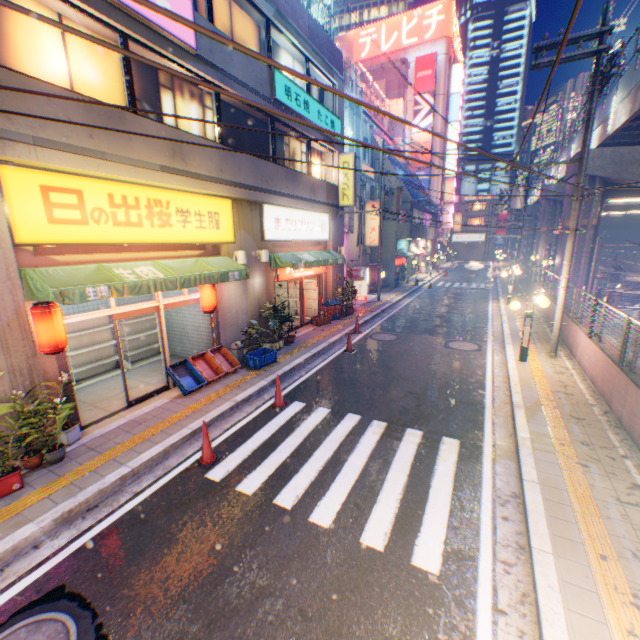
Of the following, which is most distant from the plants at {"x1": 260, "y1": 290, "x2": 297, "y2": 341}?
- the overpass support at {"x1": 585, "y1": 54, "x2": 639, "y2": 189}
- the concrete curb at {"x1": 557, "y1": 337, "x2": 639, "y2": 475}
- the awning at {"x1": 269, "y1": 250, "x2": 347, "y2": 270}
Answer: the overpass support at {"x1": 585, "y1": 54, "x2": 639, "y2": 189}

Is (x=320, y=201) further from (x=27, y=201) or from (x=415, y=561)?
(x=415, y=561)

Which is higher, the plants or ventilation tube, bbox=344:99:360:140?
ventilation tube, bbox=344:99:360:140

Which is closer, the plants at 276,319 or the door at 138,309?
the door at 138,309

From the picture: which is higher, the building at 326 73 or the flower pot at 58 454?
A: the building at 326 73

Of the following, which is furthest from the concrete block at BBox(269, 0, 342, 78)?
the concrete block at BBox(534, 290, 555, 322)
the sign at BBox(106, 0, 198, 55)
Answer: the concrete block at BBox(534, 290, 555, 322)

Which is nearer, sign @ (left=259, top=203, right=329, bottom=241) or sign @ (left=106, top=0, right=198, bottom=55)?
sign @ (left=106, top=0, right=198, bottom=55)

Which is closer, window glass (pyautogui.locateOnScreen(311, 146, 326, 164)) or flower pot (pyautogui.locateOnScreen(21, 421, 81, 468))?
flower pot (pyautogui.locateOnScreen(21, 421, 81, 468))
